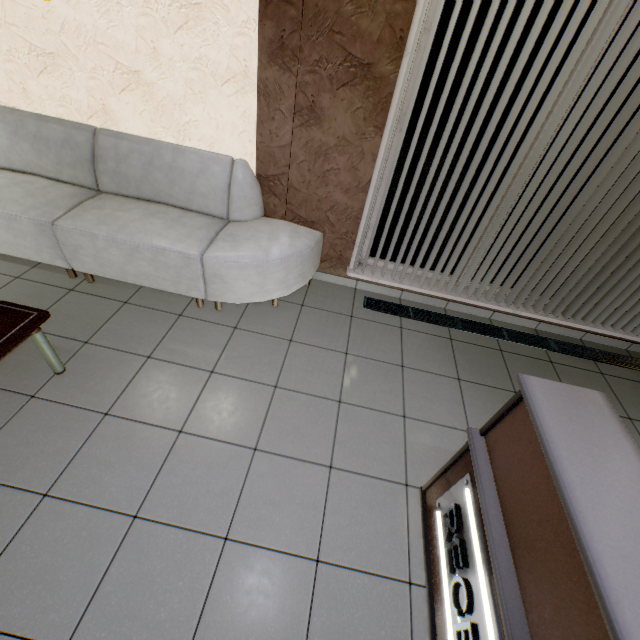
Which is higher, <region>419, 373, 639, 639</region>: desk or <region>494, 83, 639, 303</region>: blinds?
<region>494, 83, 639, 303</region>: blinds

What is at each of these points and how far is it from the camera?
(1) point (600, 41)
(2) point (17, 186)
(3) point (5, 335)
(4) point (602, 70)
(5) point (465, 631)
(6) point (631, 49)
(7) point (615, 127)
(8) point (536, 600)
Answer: (1) blinds, 1.9m
(2) sofa, 2.7m
(3) table, 1.8m
(4) blinds, 2.0m
(5) sign, 1.3m
(6) blinds, 1.9m
(7) blinds, 2.2m
(8) desk, 1.0m

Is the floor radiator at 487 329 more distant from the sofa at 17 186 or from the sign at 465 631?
the sign at 465 631

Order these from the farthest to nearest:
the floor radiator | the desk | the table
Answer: the floor radiator, the table, the desk

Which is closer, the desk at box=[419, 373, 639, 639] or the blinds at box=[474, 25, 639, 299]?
the desk at box=[419, 373, 639, 639]

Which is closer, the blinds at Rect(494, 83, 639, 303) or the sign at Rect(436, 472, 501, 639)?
the sign at Rect(436, 472, 501, 639)

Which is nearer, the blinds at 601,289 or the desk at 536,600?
the desk at 536,600

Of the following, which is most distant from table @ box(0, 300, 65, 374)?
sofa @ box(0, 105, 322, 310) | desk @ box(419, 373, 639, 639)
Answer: desk @ box(419, 373, 639, 639)
